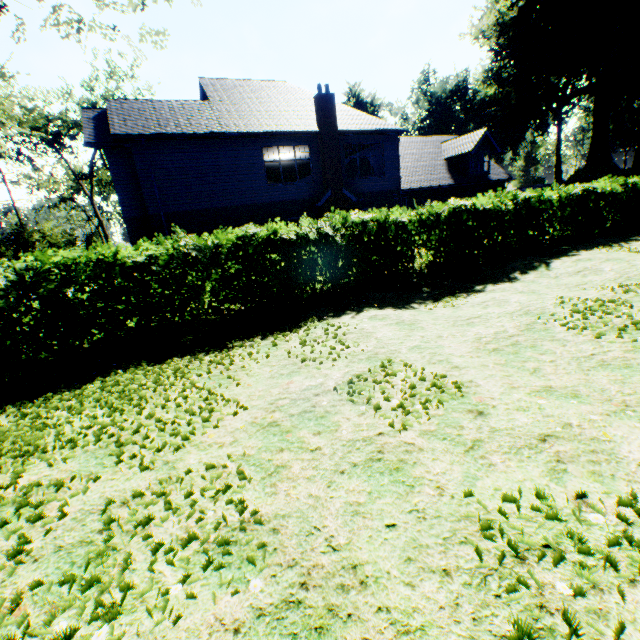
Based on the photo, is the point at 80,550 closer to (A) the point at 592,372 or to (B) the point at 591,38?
(A) the point at 592,372

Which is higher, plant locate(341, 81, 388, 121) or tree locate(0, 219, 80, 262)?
plant locate(341, 81, 388, 121)

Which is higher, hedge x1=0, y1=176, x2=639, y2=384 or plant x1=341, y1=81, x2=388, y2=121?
plant x1=341, y1=81, x2=388, y2=121

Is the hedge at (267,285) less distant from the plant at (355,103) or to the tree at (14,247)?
the tree at (14,247)

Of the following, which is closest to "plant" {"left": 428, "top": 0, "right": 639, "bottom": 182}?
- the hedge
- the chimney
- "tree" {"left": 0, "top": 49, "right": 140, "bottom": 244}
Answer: "tree" {"left": 0, "top": 49, "right": 140, "bottom": 244}

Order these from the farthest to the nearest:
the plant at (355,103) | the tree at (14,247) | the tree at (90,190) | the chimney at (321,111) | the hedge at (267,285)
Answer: the plant at (355,103)
the tree at (14,247)
the chimney at (321,111)
the tree at (90,190)
the hedge at (267,285)

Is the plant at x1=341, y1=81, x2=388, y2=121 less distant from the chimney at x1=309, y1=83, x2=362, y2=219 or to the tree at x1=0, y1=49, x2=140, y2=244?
the tree at x1=0, y1=49, x2=140, y2=244

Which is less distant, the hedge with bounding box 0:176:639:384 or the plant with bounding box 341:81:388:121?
the hedge with bounding box 0:176:639:384
